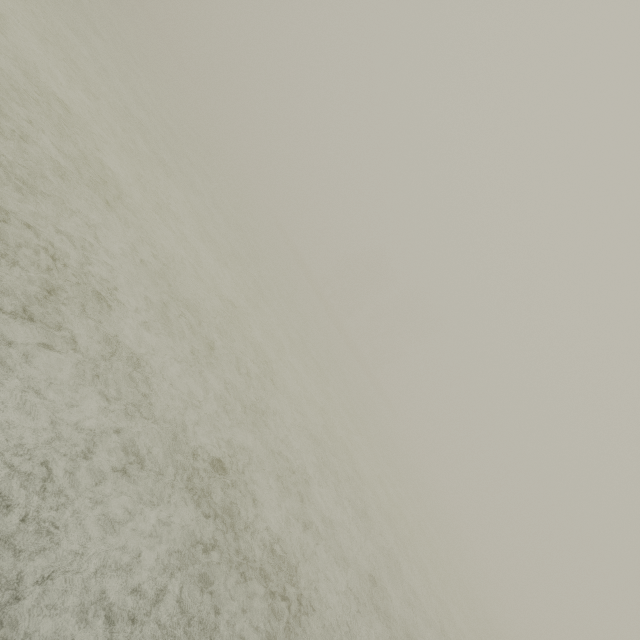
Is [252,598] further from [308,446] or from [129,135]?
[129,135]
